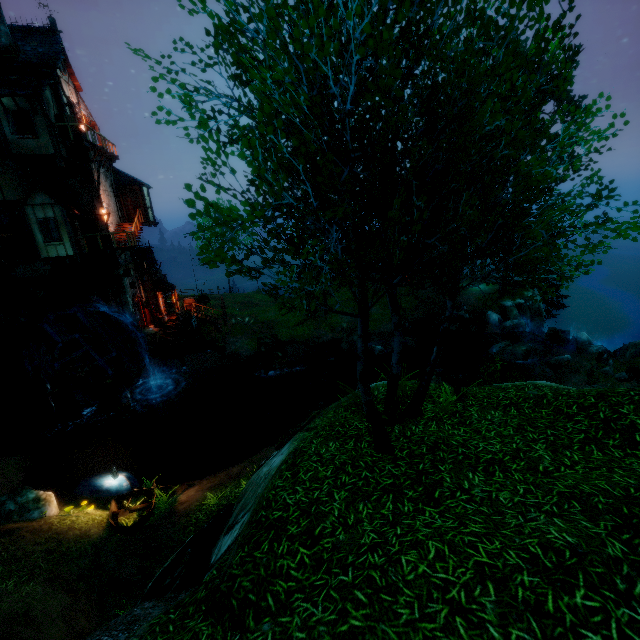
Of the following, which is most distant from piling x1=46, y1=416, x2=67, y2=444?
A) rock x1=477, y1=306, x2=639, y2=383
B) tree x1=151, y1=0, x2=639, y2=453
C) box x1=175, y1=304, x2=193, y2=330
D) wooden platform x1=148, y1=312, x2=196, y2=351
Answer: rock x1=477, y1=306, x2=639, y2=383

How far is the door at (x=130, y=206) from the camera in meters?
24.2

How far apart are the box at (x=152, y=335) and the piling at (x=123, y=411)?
4.09m

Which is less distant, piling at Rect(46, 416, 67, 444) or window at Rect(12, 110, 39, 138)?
window at Rect(12, 110, 39, 138)

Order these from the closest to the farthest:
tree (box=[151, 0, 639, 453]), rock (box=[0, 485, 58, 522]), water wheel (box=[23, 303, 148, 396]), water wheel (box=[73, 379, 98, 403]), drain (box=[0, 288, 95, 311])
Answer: tree (box=[151, 0, 639, 453]), rock (box=[0, 485, 58, 522]), drain (box=[0, 288, 95, 311]), water wheel (box=[23, 303, 148, 396]), water wheel (box=[73, 379, 98, 403])

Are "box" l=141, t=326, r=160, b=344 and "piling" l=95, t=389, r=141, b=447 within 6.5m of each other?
yes

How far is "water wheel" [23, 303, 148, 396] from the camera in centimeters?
1902cm

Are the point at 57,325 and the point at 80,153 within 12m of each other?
yes
